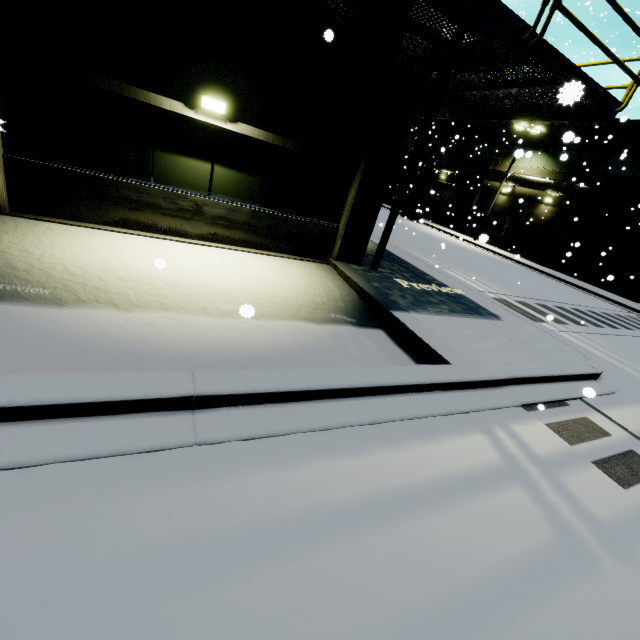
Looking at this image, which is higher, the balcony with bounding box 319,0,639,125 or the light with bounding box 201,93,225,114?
the balcony with bounding box 319,0,639,125

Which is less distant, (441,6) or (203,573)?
(203,573)

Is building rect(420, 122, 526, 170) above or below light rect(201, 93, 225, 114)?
above

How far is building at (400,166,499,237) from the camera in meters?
32.1

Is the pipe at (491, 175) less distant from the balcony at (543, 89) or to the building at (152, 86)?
the building at (152, 86)

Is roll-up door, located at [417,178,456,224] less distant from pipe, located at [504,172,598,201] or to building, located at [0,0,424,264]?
building, located at [0,0,424,264]

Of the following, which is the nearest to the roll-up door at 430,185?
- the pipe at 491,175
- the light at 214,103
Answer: the pipe at 491,175
